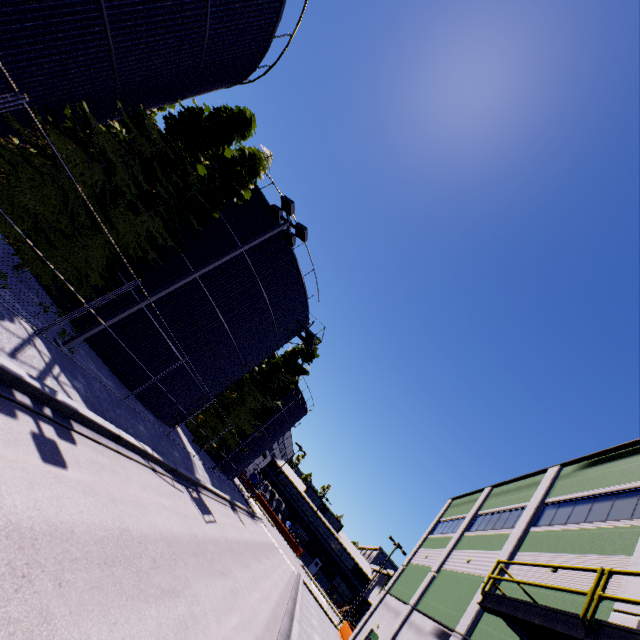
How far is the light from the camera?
12.4 meters

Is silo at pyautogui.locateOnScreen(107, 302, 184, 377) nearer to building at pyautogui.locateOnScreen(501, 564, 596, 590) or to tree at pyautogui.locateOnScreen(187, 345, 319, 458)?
tree at pyautogui.locateOnScreen(187, 345, 319, 458)

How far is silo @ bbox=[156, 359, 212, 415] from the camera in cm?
1830

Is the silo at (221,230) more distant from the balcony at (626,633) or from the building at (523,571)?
the balcony at (626,633)

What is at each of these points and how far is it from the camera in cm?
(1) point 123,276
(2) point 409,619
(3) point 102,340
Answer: (1) silo, 1605
(2) building, 1970
(3) silo, 1562

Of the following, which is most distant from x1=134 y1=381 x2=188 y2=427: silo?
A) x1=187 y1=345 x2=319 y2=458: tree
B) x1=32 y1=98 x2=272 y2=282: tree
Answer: x1=32 y1=98 x2=272 y2=282: tree

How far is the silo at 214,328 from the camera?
17.8m
